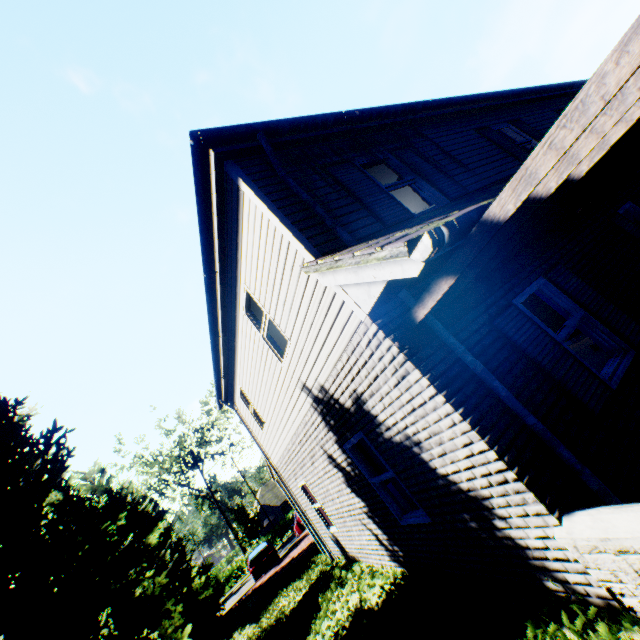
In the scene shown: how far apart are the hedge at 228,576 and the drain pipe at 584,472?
46.7 meters

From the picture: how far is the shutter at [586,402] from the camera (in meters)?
3.77

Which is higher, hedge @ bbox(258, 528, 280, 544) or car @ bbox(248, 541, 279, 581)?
car @ bbox(248, 541, 279, 581)

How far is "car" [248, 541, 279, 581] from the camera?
20.16m

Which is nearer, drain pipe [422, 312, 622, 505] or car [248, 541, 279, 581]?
drain pipe [422, 312, 622, 505]

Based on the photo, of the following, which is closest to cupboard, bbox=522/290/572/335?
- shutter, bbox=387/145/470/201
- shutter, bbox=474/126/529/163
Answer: shutter, bbox=387/145/470/201

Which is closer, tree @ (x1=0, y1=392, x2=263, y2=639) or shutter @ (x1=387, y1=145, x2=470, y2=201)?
shutter @ (x1=387, y1=145, x2=470, y2=201)

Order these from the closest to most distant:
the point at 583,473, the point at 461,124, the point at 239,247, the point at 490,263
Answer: the point at 583,473 < the point at 490,263 < the point at 239,247 < the point at 461,124
